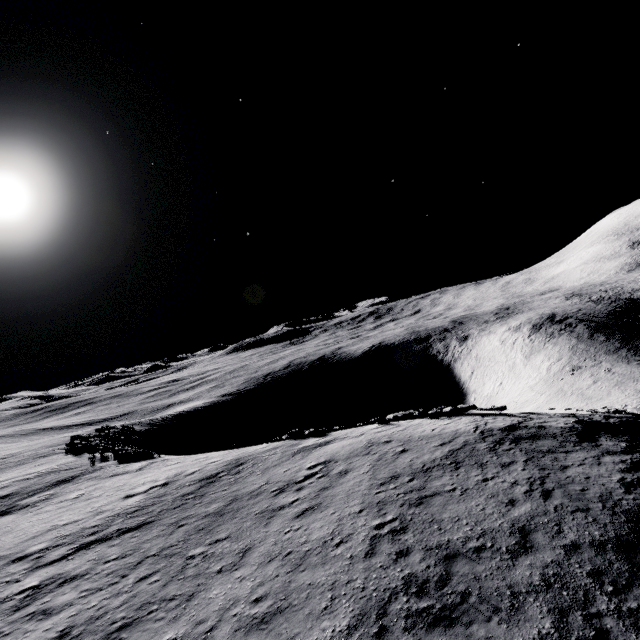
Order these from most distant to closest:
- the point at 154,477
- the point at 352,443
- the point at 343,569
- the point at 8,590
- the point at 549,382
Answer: the point at 549,382
the point at 154,477
the point at 352,443
the point at 8,590
the point at 343,569
